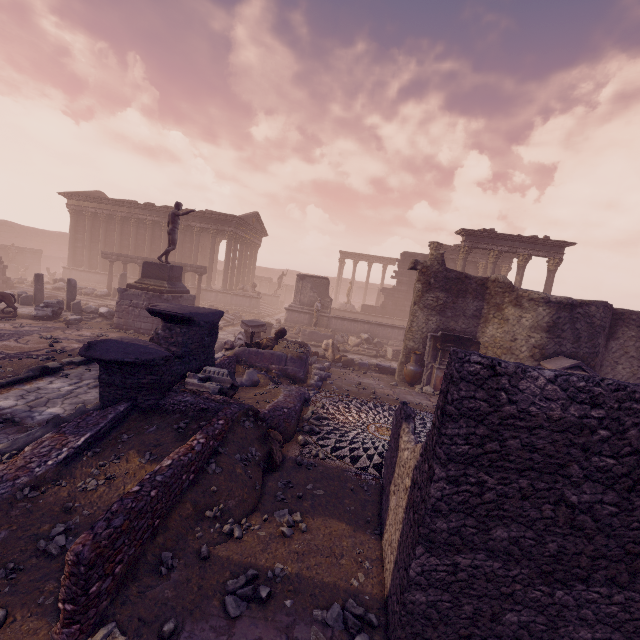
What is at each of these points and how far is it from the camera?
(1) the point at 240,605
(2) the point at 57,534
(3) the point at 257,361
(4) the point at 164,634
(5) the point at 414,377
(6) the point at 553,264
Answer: (1) stone, 3.2m
(2) stone, 3.5m
(3) building debris, 10.6m
(4) stone, 2.8m
(5) vase, 12.1m
(6) column, 19.2m

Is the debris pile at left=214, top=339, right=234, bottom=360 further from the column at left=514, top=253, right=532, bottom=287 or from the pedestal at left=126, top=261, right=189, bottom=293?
the column at left=514, top=253, right=532, bottom=287

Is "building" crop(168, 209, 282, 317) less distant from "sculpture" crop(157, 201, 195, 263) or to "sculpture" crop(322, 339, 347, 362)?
"sculpture" crop(157, 201, 195, 263)

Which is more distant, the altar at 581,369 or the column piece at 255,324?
the column piece at 255,324

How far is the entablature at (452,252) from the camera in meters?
25.7

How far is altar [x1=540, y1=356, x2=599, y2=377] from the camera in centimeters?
971cm

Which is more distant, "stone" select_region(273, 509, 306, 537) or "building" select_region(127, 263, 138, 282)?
"building" select_region(127, 263, 138, 282)

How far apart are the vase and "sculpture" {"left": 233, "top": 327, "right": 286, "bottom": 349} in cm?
468
